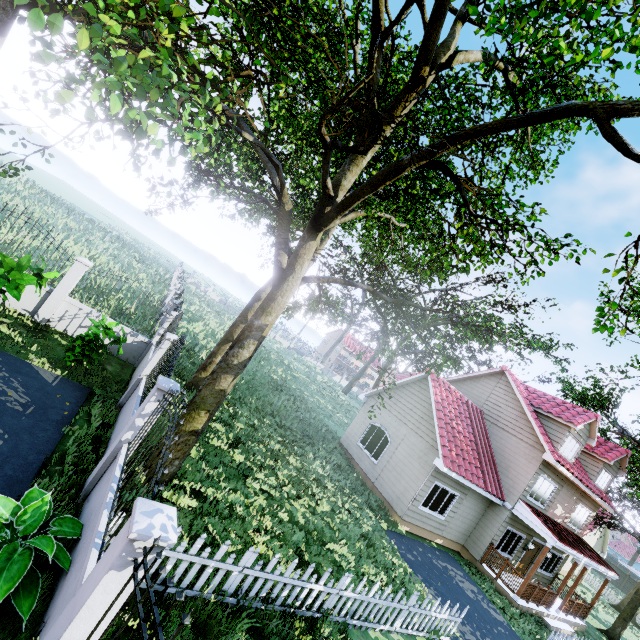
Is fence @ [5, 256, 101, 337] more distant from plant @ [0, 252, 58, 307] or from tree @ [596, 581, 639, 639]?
plant @ [0, 252, 58, 307]

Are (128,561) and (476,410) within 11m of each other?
no

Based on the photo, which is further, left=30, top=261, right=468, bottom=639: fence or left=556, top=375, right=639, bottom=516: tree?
left=556, top=375, right=639, bottom=516: tree

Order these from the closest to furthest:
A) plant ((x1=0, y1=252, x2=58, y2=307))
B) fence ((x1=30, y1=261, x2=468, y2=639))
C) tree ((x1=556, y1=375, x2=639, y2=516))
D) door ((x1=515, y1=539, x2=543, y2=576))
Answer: fence ((x1=30, y1=261, x2=468, y2=639)), plant ((x1=0, y1=252, x2=58, y2=307)), door ((x1=515, y1=539, x2=543, y2=576)), tree ((x1=556, y1=375, x2=639, y2=516))

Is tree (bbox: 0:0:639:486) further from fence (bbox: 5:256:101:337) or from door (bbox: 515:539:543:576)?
door (bbox: 515:539:543:576)

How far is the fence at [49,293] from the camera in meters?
10.2 m

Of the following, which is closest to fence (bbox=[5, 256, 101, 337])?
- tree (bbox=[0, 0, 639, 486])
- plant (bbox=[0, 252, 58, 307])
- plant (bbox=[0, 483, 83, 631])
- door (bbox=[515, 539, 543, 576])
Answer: plant (bbox=[0, 483, 83, 631])

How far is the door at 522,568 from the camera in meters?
16.8
